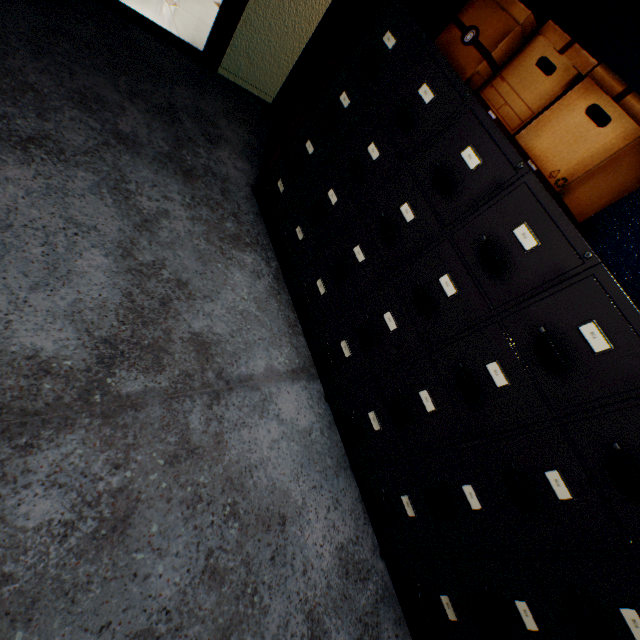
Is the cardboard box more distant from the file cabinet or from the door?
the door

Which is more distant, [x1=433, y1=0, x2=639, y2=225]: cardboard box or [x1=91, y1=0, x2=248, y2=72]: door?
[x1=91, y1=0, x2=248, y2=72]: door

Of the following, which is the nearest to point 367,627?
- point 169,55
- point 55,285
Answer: point 55,285

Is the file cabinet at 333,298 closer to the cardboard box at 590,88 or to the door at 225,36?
the cardboard box at 590,88

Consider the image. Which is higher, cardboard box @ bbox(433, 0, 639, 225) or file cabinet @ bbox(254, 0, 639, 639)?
cardboard box @ bbox(433, 0, 639, 225)

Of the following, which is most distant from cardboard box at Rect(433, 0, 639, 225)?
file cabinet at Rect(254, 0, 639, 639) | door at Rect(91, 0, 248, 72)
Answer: door at Rect(91, 0, 248, 72)

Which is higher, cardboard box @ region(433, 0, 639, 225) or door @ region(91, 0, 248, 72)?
cardboard box @ region(433, 0, 639, 225)
